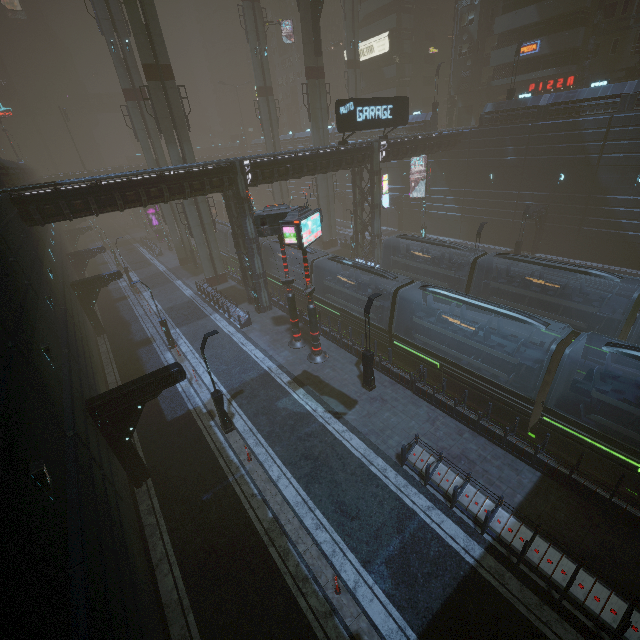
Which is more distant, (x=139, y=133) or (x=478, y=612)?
(x=139, y=133)

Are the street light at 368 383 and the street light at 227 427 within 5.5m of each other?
no

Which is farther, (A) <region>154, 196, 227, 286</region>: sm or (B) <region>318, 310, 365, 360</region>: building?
(A) <region>154, 196, 227, 286</region>: sm

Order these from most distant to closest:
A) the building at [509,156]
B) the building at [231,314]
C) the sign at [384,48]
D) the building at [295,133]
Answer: the building at [295,133]
the sign at [384,48]
the building at [231,314]
the building at [509,156]

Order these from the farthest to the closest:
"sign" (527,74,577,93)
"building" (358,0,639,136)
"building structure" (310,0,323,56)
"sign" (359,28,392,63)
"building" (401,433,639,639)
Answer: "sign" (359,28,392,63)
"sign" (527,74,577,93)
"building structure" (310,0,323,56)
"building" (358,0,639,136)
"building" (401,433,639,639)

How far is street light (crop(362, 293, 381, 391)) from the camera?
15.9 meters

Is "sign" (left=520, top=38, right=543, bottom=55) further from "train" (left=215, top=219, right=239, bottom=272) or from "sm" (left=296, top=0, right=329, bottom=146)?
"train" (left=215, top=219, right=239, bottom=272)

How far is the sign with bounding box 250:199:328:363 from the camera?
16.30m
